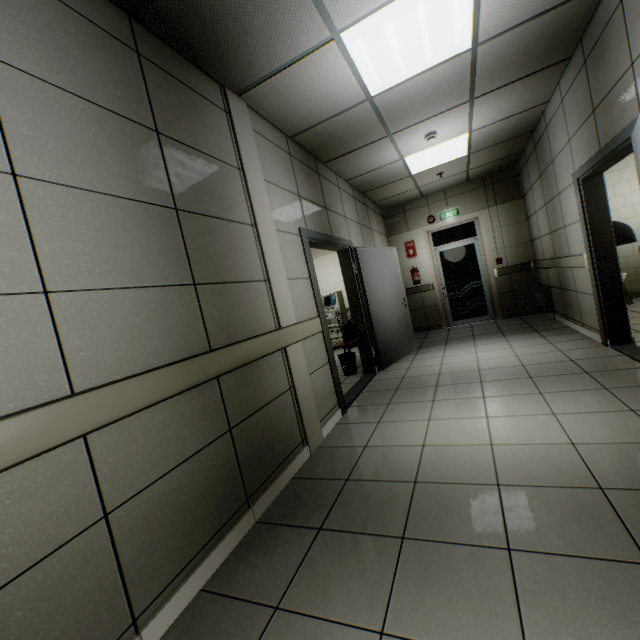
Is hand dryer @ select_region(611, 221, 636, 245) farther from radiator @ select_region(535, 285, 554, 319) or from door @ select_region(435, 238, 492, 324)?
door @ select_region(435, 238, 492, 324)

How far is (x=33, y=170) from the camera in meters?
1.4

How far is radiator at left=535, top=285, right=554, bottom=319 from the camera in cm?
622

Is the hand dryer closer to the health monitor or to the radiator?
the radiator

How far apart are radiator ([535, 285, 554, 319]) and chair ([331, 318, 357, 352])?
3.64m

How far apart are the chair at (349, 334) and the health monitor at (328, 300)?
1.74m

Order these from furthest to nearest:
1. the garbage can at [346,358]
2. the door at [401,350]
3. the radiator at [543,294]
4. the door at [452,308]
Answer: the door at [452,308]
the radiator at [543,294]
the garbage can at [346,358]
the door at [401,350]

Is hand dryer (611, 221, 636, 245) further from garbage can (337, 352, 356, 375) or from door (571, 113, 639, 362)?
garbage can (337, 352, 356, 375)
